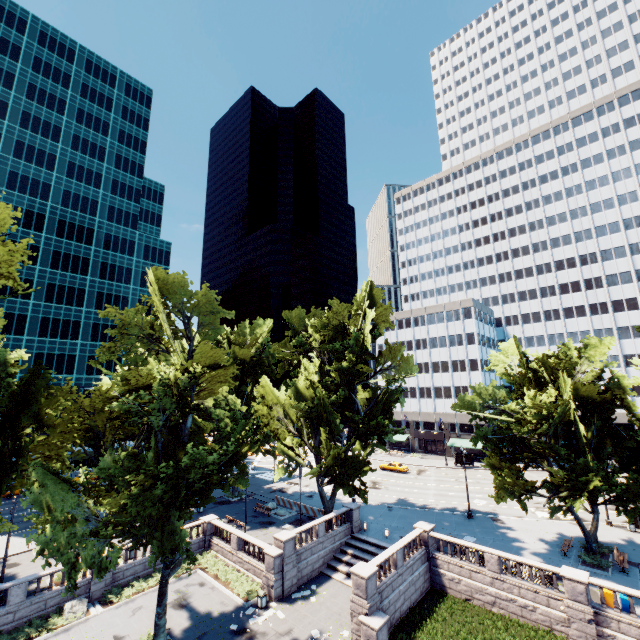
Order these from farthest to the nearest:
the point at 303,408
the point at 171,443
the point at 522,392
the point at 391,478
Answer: the point at 391,478 < the point at 303,408 < the point at 522,392 < the point at 171,443

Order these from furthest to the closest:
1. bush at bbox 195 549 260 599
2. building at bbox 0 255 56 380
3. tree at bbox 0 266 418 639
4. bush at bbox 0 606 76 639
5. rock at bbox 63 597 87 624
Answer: building at bbox 0 255 56 380
bush at bbox 195 549 260 599
rock at bbox 63 597 87 624
bush at bbox 0 606 76 639
tree at bbox 0 266 418 639

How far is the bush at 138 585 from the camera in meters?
24.8 m

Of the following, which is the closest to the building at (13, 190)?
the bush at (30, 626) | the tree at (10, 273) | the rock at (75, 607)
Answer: the tree at (10, 273)

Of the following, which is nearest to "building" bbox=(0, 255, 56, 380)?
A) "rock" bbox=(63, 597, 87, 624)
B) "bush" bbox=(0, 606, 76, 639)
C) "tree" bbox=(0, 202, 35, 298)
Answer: "tree" bbox=(0, 202, 35, 298)

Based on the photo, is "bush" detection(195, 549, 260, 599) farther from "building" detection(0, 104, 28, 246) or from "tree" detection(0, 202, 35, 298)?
"building" detection(0, 104, 28, 246)

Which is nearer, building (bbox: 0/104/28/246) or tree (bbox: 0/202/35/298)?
tree (bbox: 0/202/35/298)
